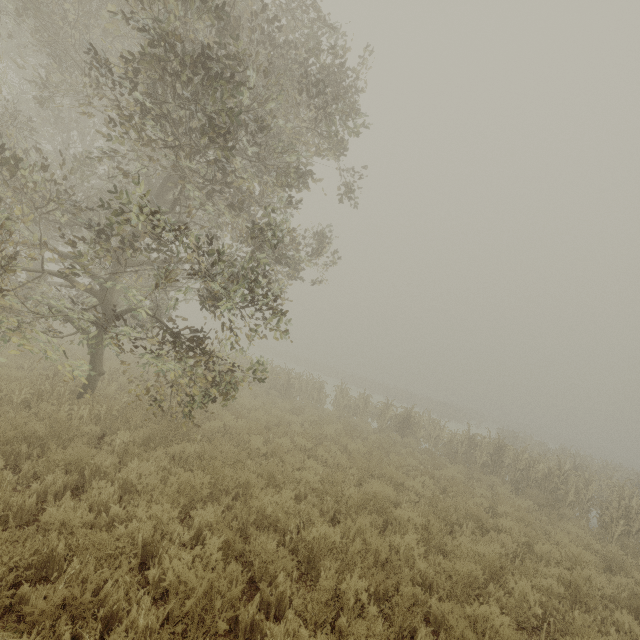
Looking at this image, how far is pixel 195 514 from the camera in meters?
4.8
